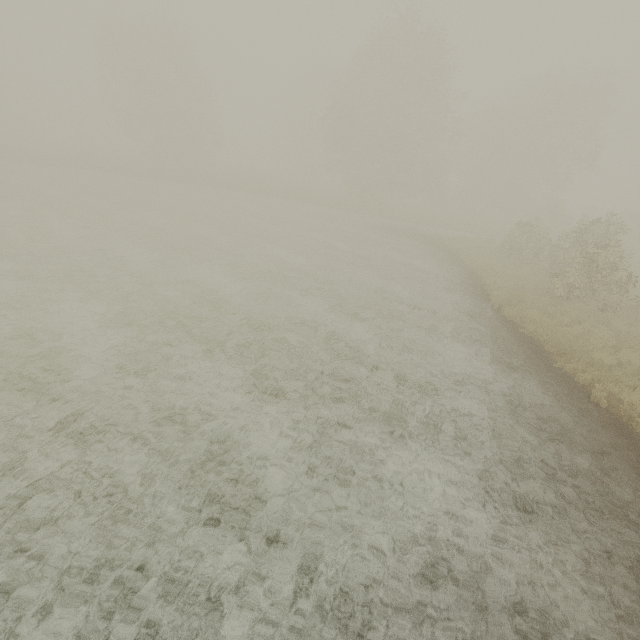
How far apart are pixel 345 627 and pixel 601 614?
3.5 meters
